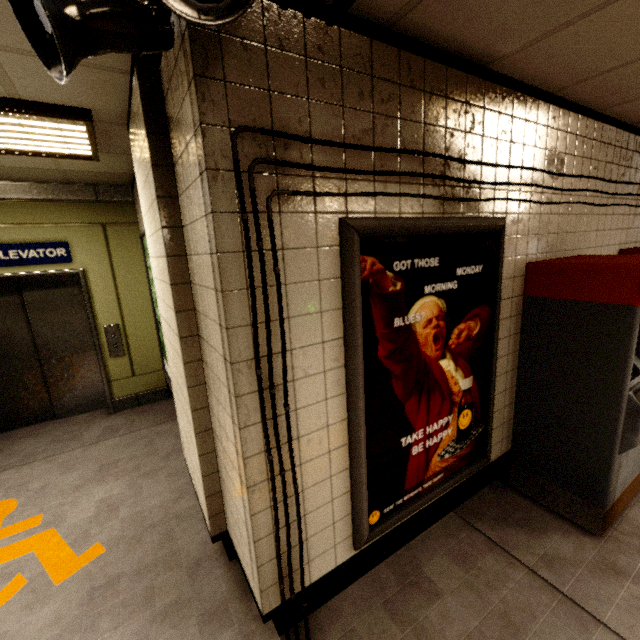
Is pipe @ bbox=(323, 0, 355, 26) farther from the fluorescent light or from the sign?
the fluorescent light

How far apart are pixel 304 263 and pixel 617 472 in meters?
2.6 m

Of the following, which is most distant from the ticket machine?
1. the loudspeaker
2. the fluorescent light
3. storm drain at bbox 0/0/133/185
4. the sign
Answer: the fluorescent light

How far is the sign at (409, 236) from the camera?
1.6 meters

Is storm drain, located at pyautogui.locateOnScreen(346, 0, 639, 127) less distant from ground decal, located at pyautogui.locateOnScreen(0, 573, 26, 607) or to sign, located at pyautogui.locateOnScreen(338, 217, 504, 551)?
sign, located at pyautogui.locateOnScreen(338, 217, 504, 551)

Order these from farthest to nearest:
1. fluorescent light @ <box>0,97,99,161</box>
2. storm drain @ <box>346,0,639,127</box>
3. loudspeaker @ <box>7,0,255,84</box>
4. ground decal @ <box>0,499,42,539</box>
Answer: ground decal @ <box>0,499,42,539</box>, fluorescent light @ <box>0,97,99,161</box>, storm drain @ <box>346,0,639,127</box>, loudspeaker @ <box>7,0,255,84</box>

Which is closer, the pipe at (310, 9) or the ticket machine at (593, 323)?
the pipe at (310, 9)

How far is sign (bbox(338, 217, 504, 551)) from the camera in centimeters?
156cm
